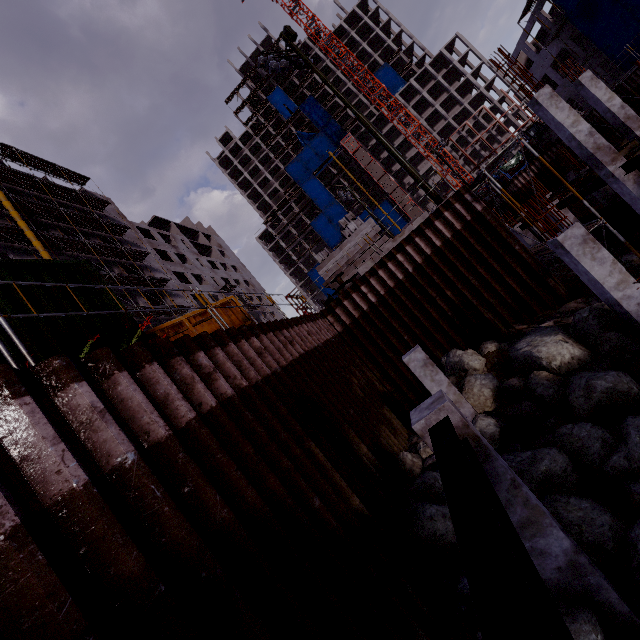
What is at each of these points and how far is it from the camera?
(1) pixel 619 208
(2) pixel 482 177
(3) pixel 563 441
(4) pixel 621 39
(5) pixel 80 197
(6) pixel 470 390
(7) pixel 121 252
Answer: (1) pipe, 16.6 meters
(2) scaffolding, 13.8 meters
(3) compgrassrocksplants, 6.8 meters
(4) tarp, 26.9 meters
(5) scaffolding, 34.4 meters
(6) compgrassrocksplants, 9.6 meters
(7) scaffolding, 33.4 meters

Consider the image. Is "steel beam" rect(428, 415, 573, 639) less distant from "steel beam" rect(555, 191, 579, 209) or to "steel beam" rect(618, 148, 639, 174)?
"steel beam" rect(618, 148, 639, 174)

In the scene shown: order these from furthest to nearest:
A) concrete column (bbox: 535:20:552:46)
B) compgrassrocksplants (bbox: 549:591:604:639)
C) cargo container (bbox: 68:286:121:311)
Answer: concrete column (bbox: 535:20:552:46), cargo container (bbox: 68:286:121:311), compgrassrocksplants (bbox: 549:591:604:639)

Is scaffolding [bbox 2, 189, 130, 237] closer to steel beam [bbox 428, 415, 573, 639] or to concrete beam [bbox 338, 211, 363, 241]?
concrete beam [bbox 338, 211, 363, 241]

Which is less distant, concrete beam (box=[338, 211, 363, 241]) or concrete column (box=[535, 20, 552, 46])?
concrete beam (box=[338, 211, 363, 241])

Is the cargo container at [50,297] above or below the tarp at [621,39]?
below

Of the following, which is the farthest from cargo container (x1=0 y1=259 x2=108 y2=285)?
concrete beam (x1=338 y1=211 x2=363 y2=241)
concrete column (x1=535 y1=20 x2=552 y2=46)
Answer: concrete column (x1=535 y1=20 x2=552 y2=46)

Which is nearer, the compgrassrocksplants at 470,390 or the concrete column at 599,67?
the compgrassrocksplants at 470,390
